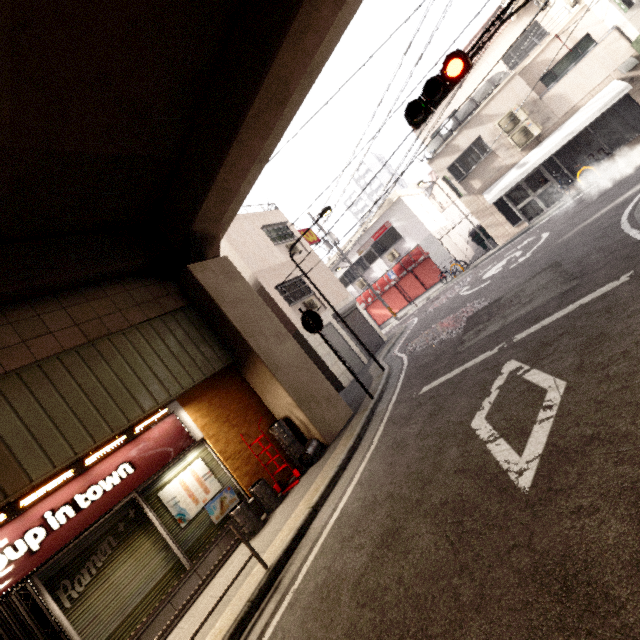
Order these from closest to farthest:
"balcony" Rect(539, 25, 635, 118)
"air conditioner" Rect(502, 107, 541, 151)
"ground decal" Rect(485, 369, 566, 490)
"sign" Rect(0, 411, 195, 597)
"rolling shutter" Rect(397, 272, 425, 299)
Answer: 1. "ground decal" Rect(485, 369, 566, 490)
2. "sign" Rect(0, 411, 195, 597)
3. "balcony" Rect(539, 25, 635, 118)
4. "air conditioner" Rect(502, 107, 541, 151)
5. "rolling shutter" Rect(397, 272, 425, 299)

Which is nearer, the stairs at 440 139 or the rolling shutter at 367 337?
the rolling shutter at 367 337

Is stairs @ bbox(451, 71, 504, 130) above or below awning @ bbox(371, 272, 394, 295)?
above

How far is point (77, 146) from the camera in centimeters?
529cm

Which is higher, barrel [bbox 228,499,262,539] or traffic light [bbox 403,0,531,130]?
traffic light [bbox 403,0,531,130]

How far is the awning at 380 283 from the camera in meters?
21.4 m

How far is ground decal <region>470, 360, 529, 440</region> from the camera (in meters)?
3.78

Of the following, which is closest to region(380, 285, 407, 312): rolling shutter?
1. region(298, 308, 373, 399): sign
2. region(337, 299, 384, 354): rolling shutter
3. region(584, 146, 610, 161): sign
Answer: region(337, 299, 384, 354): rolling shutter
